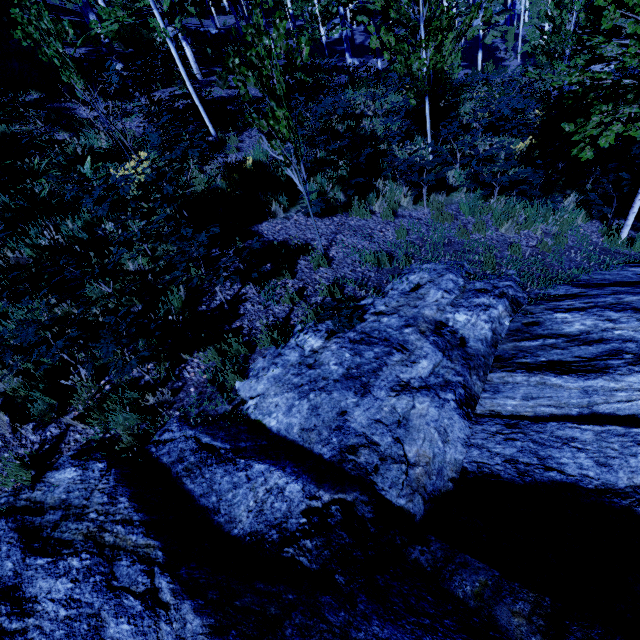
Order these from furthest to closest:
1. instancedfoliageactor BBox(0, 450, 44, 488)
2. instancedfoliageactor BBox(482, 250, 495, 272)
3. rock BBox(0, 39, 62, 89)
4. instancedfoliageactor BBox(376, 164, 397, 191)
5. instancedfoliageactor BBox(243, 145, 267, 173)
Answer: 1. rock BBox(0, 39, 62, 89)
2. instancedfoliageactor BBox(376, 164, 397, 191)
3. instancedfoliageactor BBox(243, 145, 267, 173)
4. instancedfoliageactor BBox(482, 250, 495, 272)
5. instancedfoliageactor BBox(0, 450, 44, 488)

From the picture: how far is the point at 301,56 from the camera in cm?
1659

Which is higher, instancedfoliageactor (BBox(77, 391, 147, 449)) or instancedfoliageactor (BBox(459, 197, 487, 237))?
instancedfoliageactor (BBox(77, 391, 147, 449))

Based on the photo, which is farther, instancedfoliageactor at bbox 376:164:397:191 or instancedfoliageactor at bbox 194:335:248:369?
instancedfoliageactor at bbox 376:164:397:191

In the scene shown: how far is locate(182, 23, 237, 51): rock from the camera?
17.4 meters

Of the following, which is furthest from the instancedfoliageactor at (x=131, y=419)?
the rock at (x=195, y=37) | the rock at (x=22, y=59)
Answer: the rock at (x=195, y=37)

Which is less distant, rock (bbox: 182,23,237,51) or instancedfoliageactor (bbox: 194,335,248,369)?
instancedfoliageactor (bbox: 194,335,248,369)
